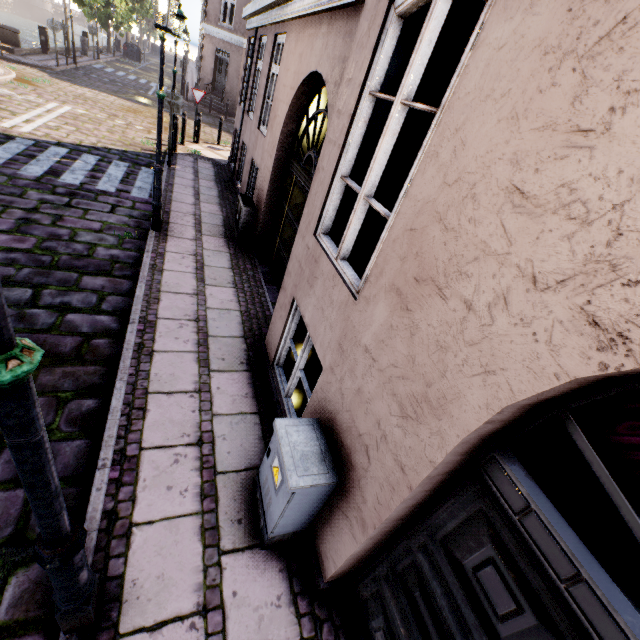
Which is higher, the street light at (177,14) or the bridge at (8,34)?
the street light at (177,14)

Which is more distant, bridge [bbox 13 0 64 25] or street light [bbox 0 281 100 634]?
bridge [bbox 13 0 64 25]

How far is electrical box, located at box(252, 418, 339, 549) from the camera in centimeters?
221cm

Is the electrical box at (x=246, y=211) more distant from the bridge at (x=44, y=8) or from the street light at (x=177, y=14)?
the bridge at (x=44, y=8)

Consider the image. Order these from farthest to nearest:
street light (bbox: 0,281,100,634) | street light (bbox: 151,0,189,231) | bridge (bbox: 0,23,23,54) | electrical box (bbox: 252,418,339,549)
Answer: bridge (bbox: 0,23,23,54), street light (bbox: 151,0,189,231), electrical box (bbox: 252,418,339,549), street light (bbox: 0,281,100,634)

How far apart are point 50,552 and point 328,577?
1.9 meters

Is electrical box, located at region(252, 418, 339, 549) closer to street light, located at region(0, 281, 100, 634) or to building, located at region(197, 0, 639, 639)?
building, located at region(197, 0, 639, 639)

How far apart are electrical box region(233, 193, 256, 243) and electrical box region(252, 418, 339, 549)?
5.4m
